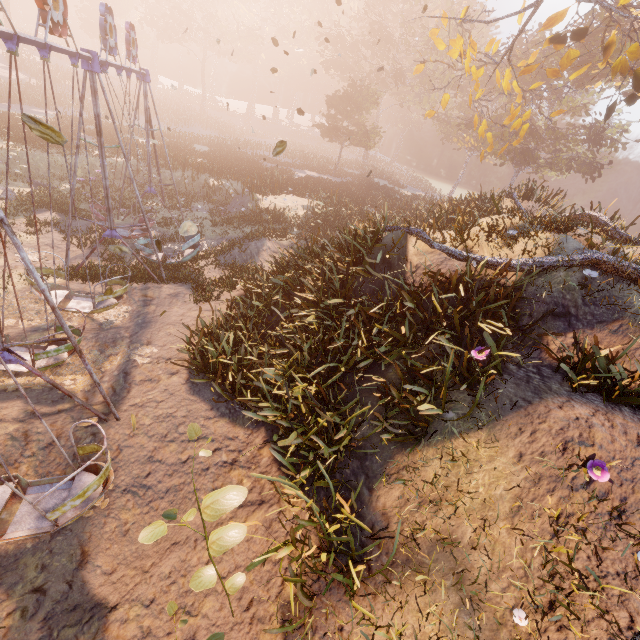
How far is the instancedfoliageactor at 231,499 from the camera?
3.6 meters

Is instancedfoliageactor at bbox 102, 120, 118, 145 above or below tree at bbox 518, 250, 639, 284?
below

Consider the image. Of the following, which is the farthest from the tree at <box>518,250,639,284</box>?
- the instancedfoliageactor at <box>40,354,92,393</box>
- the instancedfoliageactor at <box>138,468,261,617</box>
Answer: the instancedfoliageactor at <box>40,354,92,393</box>

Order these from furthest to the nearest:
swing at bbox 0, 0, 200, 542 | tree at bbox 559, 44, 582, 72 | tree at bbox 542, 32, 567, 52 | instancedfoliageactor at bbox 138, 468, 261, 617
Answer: tree at bbox 559, 44, 582, 72
tree at bbox 542, 32, 567, 52
swing at bbox 0, 0, 200, 542
instancedfoliageactor at bbox 138, 468, 261, 617

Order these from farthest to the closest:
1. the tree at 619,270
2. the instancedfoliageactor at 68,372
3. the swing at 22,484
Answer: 1. the instancedfoliageactor at 68,372
2. the tree at 619,270
3. the swing at 22,484

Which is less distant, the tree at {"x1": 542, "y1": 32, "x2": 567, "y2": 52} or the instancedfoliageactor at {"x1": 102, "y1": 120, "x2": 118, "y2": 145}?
the tree at {"x1": 542, "y1": 32, "x2": 567, "y2": 52}

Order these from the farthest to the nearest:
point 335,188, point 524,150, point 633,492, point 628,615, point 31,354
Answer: point 524,150, point 335,188, point 31,354, point 633,492, point 628,615

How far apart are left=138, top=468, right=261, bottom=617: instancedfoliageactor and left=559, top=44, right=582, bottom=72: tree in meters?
20.2 m
